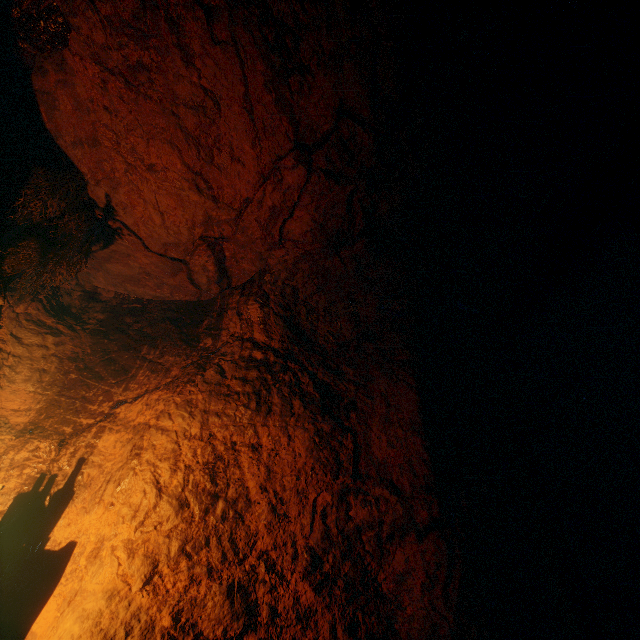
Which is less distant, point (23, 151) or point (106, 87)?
point (106, 87)
